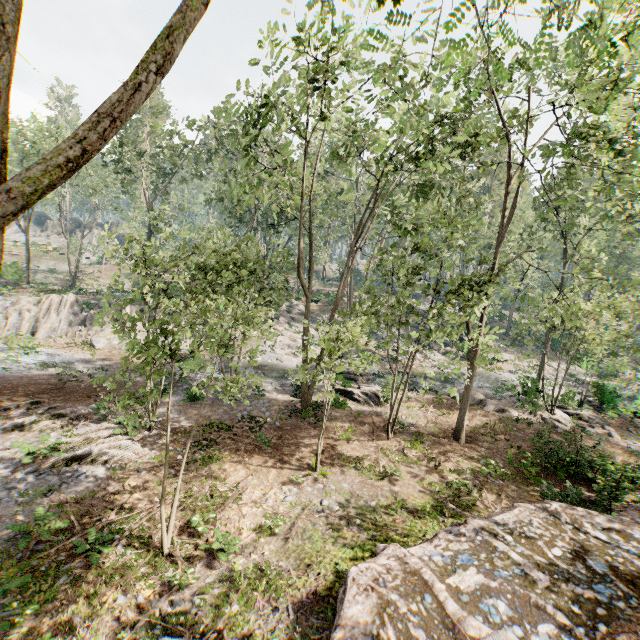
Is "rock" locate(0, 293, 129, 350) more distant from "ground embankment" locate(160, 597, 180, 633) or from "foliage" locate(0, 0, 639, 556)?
"ground embankment" locate(160, 597, 180, 633)

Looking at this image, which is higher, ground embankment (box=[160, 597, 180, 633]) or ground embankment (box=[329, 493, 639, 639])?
ground embankment (box=[329, 493, 639, 639])

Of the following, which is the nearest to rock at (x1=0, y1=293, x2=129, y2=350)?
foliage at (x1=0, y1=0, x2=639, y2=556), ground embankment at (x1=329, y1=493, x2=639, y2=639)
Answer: foliage at (x1=0, y1=0, x2=639, y2=556)

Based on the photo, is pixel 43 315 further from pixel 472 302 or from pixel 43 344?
pixel 472 302

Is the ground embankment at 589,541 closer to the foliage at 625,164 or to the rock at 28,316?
the foliage at 625,164

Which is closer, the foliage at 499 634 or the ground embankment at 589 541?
the foliage at 499 634
